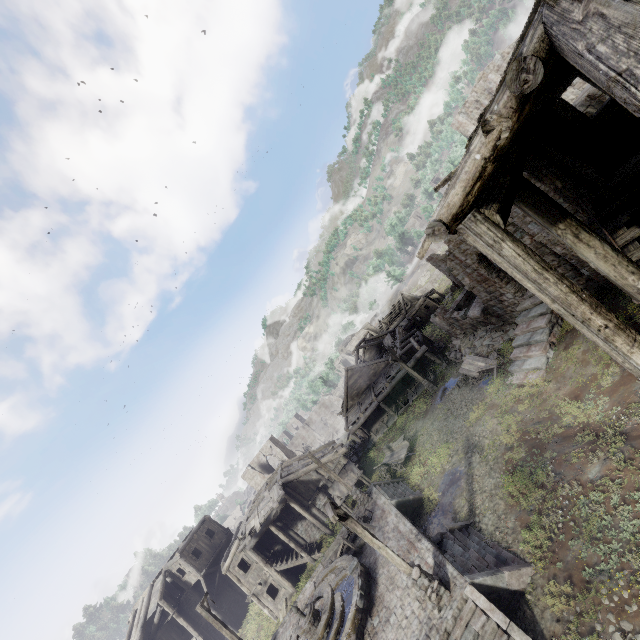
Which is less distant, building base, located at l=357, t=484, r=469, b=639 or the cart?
building base, located at l=357, t=484, r=469, b=639

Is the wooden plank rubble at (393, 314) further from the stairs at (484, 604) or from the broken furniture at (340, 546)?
the stairs at (484, 604)

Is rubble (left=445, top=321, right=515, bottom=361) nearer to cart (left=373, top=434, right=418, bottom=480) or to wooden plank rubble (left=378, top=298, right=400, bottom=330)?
cart (left=373, top=434, right=418, bottom=480)

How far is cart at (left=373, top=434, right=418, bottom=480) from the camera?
22.34m

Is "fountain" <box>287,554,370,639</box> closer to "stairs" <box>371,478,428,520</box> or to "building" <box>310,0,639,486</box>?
"stairs" <box>371,478,428,520</box>

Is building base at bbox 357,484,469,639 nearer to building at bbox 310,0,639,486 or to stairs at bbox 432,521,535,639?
stairs at bbox 432,521,535,639

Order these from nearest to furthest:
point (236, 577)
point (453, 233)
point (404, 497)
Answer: point (453, 233) → point (404, 497) → point (236, 577)

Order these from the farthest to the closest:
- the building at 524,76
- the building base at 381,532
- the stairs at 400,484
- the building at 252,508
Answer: the building at 252,508 < the stairs at 400,484 < the building base at 381,532 < the building at 524,76
